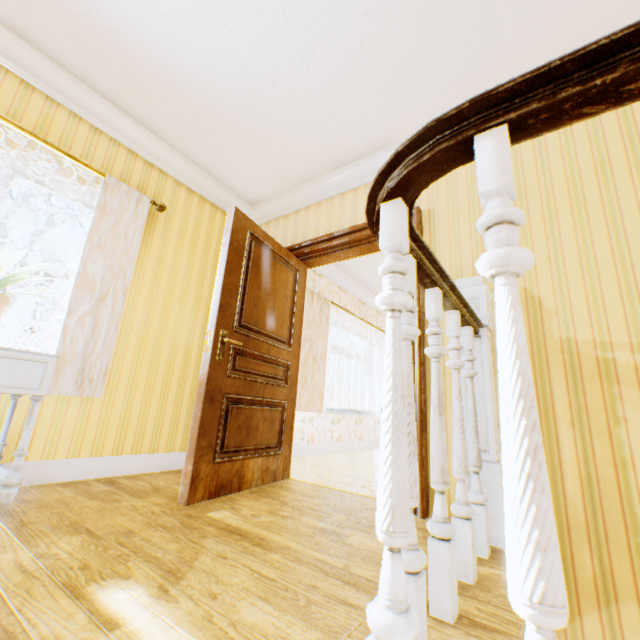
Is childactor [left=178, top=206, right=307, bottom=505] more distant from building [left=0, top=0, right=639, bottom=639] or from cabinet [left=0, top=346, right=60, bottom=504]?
A: cabinet [left=0, top=346, right=60, bottom=504]

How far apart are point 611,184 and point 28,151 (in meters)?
4.22

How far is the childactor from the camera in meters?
2.3 m

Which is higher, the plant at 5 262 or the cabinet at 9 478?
the plant at 5 262

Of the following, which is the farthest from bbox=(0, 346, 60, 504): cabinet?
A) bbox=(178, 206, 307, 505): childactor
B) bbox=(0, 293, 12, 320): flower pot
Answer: bbox=(178, 206, 307, 505): childactor

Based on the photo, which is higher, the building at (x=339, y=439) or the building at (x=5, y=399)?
the building at (x=5, y=399)

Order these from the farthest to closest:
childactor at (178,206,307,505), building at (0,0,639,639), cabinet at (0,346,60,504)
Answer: childactor at (178,206,307,505)
cabinet at (0,346,60,504)
building at (0,0,639,639)

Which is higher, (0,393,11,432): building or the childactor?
(0,393,11,432): building
